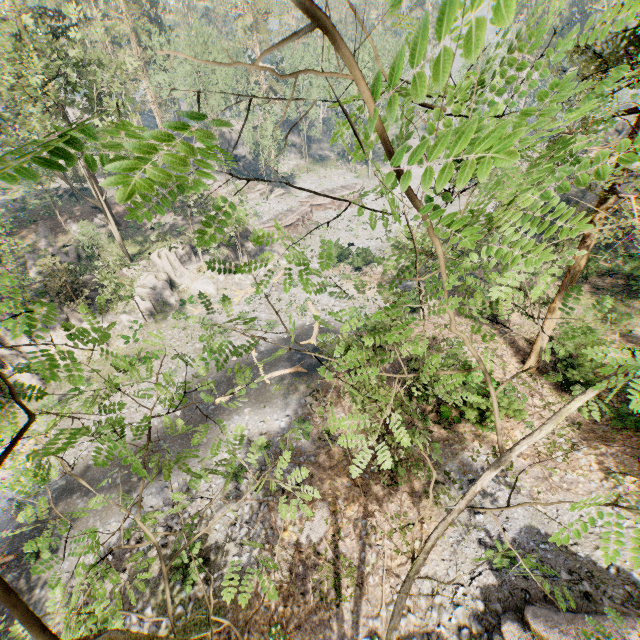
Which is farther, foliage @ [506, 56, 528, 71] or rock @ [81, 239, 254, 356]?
rock @ [81, 239, 254, 356]

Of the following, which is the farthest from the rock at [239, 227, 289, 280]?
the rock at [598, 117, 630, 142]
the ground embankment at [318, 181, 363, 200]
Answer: the rock at [598, 117, 630, 142]

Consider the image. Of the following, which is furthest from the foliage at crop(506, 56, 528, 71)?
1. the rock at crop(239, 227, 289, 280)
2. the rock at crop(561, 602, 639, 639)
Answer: the rock at crop(561, 602, 639, 639)

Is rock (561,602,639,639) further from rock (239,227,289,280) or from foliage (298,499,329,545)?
rock (239,227,289,280)

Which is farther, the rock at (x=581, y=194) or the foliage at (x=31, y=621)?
the rock at (x=581, y=194)

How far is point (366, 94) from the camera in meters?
1.0

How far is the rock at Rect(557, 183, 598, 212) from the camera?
31.1 meters

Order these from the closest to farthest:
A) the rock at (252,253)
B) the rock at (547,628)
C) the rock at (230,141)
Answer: the rock at (547,628)
the rock at (252,253)
the rock at (230,141)
